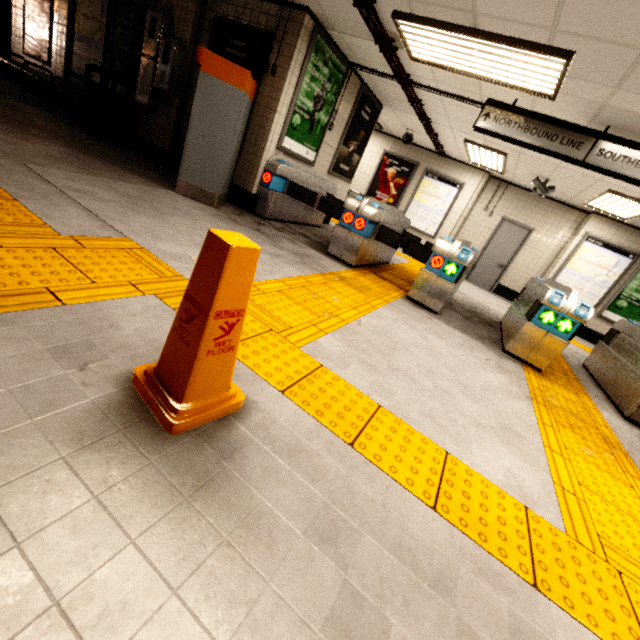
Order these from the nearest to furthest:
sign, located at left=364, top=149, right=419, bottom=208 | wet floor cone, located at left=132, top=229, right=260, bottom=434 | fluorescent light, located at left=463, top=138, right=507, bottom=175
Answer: wet floor cone, located at left=132, top=229, right=260, bottom=434 → fluorescent light, located at left=463, top=138, right=507, bottom=175 → sign, located at left=364, top=149, right=419, bottom=208

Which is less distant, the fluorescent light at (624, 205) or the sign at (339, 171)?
the fluorescent light at (624, 205)

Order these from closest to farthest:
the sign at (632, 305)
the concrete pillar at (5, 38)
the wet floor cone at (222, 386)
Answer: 1. the wet floor cone at (222, 386)
2. the concrete pillar at (5, 38)
3. the sign at (632, 305)

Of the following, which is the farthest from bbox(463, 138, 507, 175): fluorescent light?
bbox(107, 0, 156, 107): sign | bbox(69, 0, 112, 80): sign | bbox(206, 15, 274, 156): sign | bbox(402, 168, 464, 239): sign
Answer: bbox(69, 0, 112, 80): sign

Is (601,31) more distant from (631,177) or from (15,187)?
(15,187)

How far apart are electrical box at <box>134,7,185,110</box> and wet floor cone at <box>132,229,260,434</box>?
6.0 meters

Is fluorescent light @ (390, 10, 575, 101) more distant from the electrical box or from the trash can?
the trash can

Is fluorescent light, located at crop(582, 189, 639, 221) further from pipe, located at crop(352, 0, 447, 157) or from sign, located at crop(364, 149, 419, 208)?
sign, located at crop(364, 149, 419, 208)
